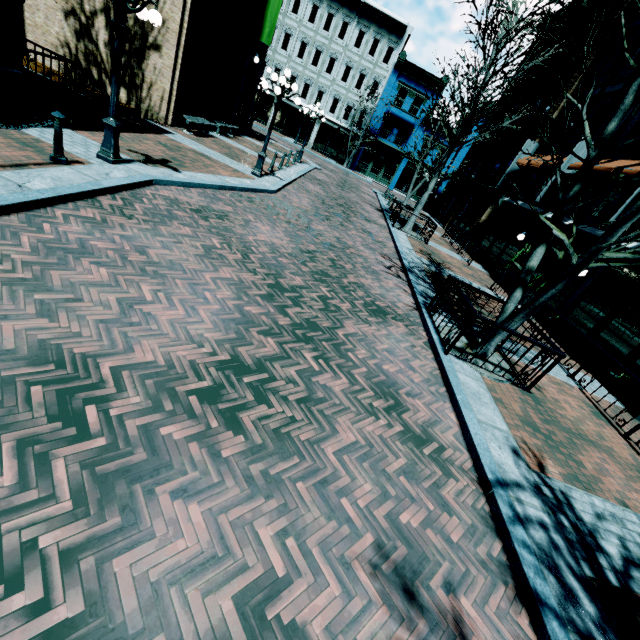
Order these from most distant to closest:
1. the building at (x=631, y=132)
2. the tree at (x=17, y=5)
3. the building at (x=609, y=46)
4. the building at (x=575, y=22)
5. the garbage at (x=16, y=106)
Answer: the building at (x=575, y=22), the building at (x=609, y=46), the building at (x=631, y=132), the tree at (x=17, y=5), the garbage at (x=16, y=106)

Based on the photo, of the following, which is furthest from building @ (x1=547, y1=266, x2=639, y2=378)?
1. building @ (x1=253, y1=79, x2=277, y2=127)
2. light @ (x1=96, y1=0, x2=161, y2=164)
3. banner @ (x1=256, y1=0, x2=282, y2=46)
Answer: banner @ (x1=256, y1=0, x2=282, y2=46)

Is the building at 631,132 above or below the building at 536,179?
above

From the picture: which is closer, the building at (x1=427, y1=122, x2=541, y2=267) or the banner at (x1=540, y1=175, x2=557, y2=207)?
the banner at (x1=540, y1=175, x2=557, y2=207)

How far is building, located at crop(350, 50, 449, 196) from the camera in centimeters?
3234cm

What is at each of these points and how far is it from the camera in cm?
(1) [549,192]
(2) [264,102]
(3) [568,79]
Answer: (1) banner, 1494
(2) building, 3519
(3) building, 1797

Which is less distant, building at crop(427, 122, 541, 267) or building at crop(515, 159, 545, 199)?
building at crop(515, 159, 545, 199)

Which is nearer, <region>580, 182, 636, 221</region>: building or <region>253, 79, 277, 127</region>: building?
<region>580, 182, 636, 221</region>: building
